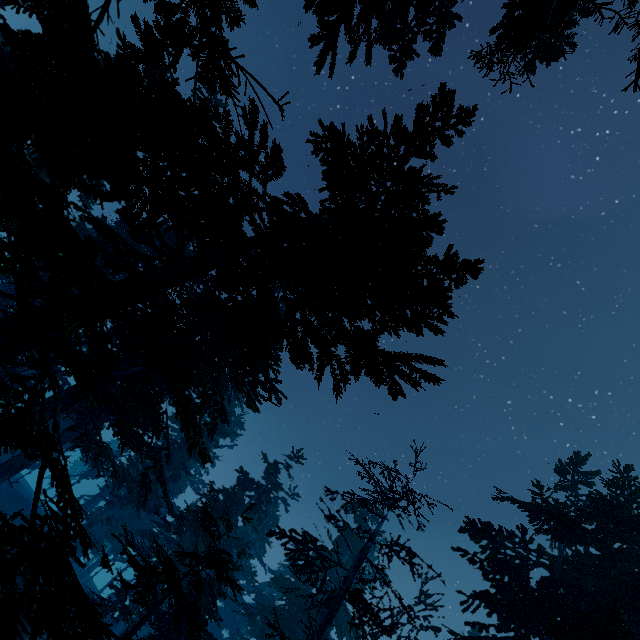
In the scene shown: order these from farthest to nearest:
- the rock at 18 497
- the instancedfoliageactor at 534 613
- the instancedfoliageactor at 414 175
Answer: the rock at 18 497 → the instancedfoliageactor at 534 613 → the instancedfoliageactor at 414 175

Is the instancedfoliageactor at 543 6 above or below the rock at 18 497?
above

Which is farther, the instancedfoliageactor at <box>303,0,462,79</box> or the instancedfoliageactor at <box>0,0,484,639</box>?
the instancedfoliageactor at <box>303,0,462,79</box>

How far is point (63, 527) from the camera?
3.4m

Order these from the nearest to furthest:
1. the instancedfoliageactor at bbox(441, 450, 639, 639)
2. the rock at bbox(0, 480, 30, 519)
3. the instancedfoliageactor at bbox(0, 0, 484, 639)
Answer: the instancedfoliageactor at bbox(0, 0, 484, 639), the instancedfoliageactor at bbox(441, 450, 639, 639), the rock at bbox(0, 480, 30, 519)

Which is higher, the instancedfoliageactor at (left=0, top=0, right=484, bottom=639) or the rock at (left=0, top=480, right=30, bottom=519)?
the instancedfoliageactor at (left=0, top=0, right=484, bottom=639)

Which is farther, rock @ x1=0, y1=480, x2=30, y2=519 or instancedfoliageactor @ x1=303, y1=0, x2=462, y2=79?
rock @ x1=0, y1=480, x2=30, y2=519
